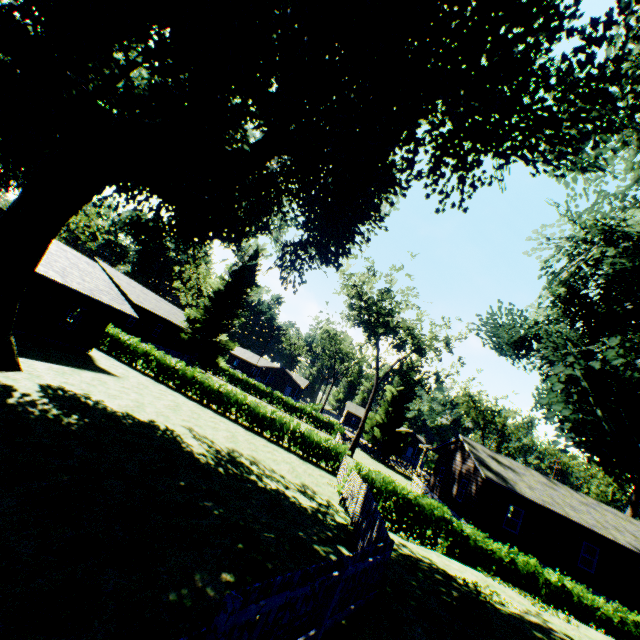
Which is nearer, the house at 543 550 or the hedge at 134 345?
the house at 543 550

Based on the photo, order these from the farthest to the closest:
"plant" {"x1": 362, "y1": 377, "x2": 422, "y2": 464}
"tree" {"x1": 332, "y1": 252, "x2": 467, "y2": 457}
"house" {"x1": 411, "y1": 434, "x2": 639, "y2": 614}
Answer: "plant" {"x1": 362, "y1": 377, "x2": 422, "y2": 464}
"tree" {"x1": 332, "y1": 252, "x2": 467, "y2": 457}
"house" {"x1": 411, "y1": 434, "x2": 639, "y2": 614}

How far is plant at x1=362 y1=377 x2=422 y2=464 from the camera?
45.31m

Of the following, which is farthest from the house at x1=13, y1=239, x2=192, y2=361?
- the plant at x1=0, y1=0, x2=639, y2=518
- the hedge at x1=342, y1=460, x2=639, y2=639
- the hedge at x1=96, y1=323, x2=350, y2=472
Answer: the hedge at x1=342, y1=460, x2=639, y2=639

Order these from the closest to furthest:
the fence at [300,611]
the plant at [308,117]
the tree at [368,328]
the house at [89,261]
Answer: the fence at [300,611], the plant at [308,117], the house at [89,261], the tree at [368,328]

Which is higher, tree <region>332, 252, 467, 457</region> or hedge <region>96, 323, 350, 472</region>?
tree <region>332, 252, 467, 457</region>

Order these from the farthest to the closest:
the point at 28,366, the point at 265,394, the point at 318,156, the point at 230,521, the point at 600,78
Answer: the point at 265,394, the point at 28,366, the point at 318,156, the point at 230,521, the point at 600,78

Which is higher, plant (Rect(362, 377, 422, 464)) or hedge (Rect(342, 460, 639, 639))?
plant (Rect(362, 377, 422, 464))
